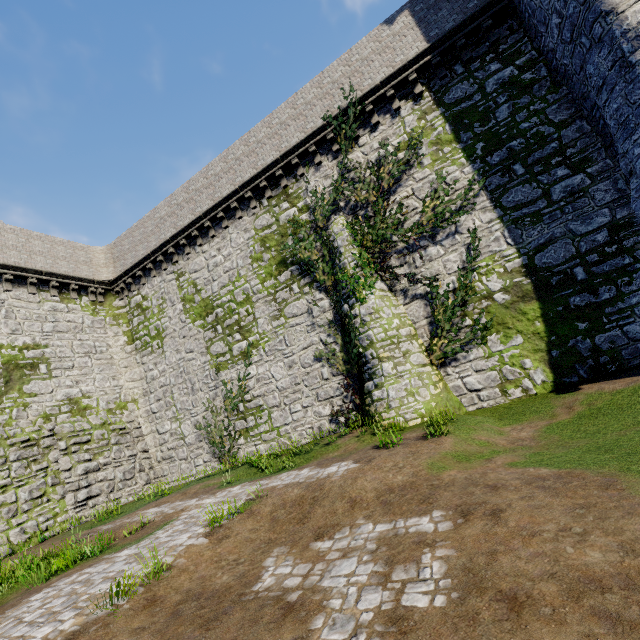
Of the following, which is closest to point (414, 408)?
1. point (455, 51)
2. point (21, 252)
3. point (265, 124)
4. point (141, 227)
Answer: point (455, 51)

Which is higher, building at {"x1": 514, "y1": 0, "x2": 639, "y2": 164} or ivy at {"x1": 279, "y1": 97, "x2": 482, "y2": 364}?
building at {"x1": 514, "y1": 0, "x2": 639, "y2": 164}

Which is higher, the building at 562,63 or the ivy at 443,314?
the building at 562,63

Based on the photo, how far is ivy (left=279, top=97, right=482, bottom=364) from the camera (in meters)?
11.93

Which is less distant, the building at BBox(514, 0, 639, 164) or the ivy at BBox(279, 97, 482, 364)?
the building at BBox(514, 0, 639, 164)

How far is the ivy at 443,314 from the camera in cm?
1193
